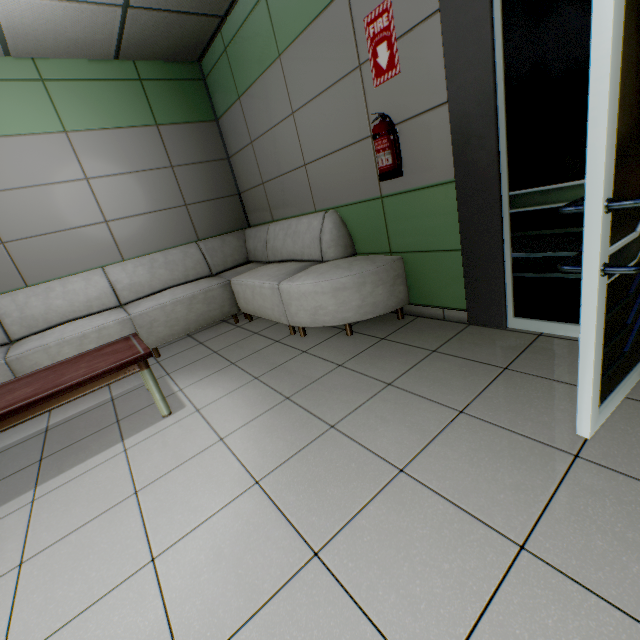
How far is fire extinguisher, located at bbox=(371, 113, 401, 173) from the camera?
2.4m

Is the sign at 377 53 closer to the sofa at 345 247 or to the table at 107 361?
the sofa at 345 247

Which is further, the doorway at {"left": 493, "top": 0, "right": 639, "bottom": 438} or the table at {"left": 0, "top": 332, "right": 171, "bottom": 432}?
the table at {"left": 0, "top": 332, "right": 171, "bottom": 432}

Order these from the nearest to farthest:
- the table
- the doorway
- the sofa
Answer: the doorway < the table < the sofa

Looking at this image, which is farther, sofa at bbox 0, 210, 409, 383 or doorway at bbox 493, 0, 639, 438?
sofa at bbox 0, 210, 409, 383

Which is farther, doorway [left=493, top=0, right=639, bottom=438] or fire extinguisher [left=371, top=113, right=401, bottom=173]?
fire extinguisher [left=371, top=113, right=401, bottom=173]

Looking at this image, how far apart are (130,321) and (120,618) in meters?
2.9 m

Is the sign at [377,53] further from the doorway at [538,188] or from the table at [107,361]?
the table at [107,361]
